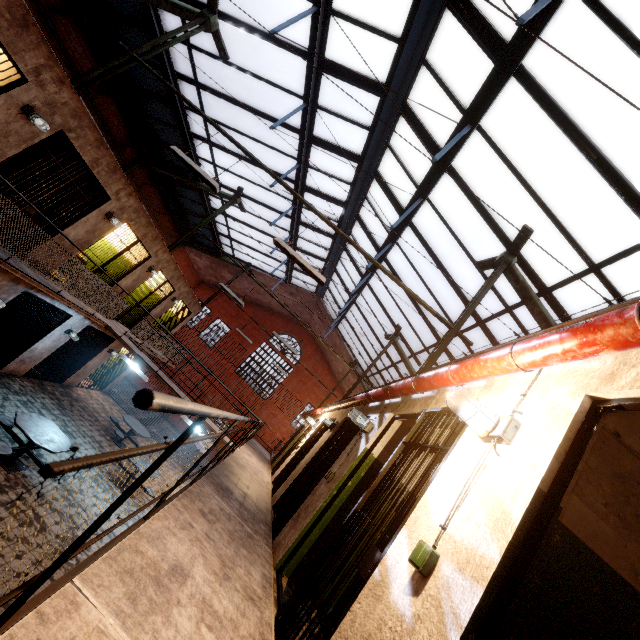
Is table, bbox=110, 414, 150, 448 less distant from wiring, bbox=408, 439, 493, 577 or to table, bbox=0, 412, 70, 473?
table, bbox=0, 412, 70, 473

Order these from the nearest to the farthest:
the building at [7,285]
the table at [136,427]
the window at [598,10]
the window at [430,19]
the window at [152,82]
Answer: the window at [598,10] → the window at [430,19] → the building at [7,285] → the window at [152,82] → the table at [136,427]

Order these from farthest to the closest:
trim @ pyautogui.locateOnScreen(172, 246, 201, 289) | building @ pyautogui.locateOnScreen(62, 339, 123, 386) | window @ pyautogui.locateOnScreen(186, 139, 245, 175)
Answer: trim @ pyautogui.locateOnScreen(172, 246, 201, 289), building @ pyautogui.locateOnScreen(62, 339, 123, 386), window @ pyautogui.locateOnScreen(186, 139, 245, 175)

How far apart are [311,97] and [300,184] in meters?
3.1

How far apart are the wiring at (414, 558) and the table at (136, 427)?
12.2m

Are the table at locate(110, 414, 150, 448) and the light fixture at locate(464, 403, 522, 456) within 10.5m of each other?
no

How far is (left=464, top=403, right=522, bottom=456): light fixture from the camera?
1.97m

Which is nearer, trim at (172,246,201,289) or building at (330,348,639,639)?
building at (330,348,639,639)
